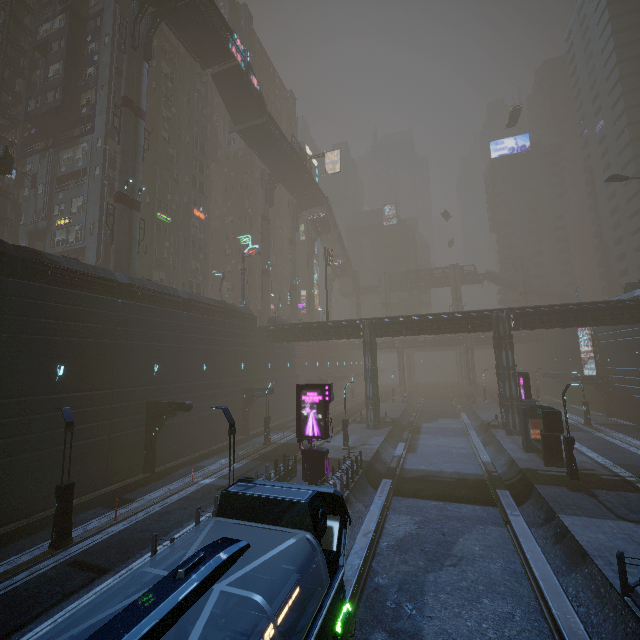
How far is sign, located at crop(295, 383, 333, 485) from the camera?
18.6m

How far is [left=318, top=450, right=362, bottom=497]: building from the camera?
17.33m

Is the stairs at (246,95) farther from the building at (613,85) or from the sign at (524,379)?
the sign at (524,379)

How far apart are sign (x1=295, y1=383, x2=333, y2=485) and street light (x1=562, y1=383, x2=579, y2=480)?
14.08m

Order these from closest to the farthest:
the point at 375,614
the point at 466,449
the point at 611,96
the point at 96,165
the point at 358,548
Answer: the point at 375,614 → the point at 358,548 → the point at 466,449 → the point at 96,165 → the point at 611,96

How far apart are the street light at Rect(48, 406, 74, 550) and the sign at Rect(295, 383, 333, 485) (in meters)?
10.64

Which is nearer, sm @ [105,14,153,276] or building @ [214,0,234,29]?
sm @ [105,14,153,276]

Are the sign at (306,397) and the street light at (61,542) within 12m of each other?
yes
